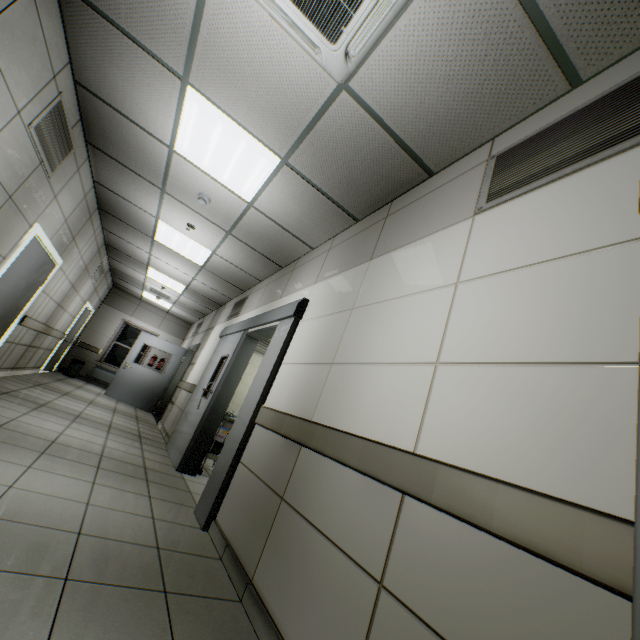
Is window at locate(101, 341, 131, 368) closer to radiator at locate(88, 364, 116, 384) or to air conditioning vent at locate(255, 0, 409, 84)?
radiator at locate(88, 364, 116, 384)

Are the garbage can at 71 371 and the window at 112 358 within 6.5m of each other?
yes

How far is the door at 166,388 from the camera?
9.1 meters

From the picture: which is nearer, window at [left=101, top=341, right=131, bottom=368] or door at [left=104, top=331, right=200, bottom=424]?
door at [left=104, top=331, right=200, bottom=424]

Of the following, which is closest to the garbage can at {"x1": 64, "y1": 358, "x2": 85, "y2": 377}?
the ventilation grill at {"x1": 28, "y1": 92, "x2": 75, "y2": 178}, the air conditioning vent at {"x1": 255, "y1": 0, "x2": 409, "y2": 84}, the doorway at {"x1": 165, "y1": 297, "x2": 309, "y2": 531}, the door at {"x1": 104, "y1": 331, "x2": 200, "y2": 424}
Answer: the door at {"x1": 104, "y1": 331, "x2": 200, "y2": 424}

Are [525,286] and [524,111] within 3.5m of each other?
yes

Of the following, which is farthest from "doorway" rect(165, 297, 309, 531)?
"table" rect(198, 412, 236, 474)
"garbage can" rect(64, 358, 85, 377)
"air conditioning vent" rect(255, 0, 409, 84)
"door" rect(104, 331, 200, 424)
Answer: "garbage can" rect(64, 358, 85, 377)

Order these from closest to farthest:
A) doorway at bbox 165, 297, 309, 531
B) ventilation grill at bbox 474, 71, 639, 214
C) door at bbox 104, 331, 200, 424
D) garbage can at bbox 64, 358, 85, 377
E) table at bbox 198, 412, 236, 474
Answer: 1. ventilation grill at bbox 474, 71, 639, 214
2. doorway at bbox 165, 297, 309, 531
3. table at bbox 198, 412, 236, 474
4. door at bbox 104, 331, 200, 424
5. garbage can at bbox 64, 358, 85, 377
